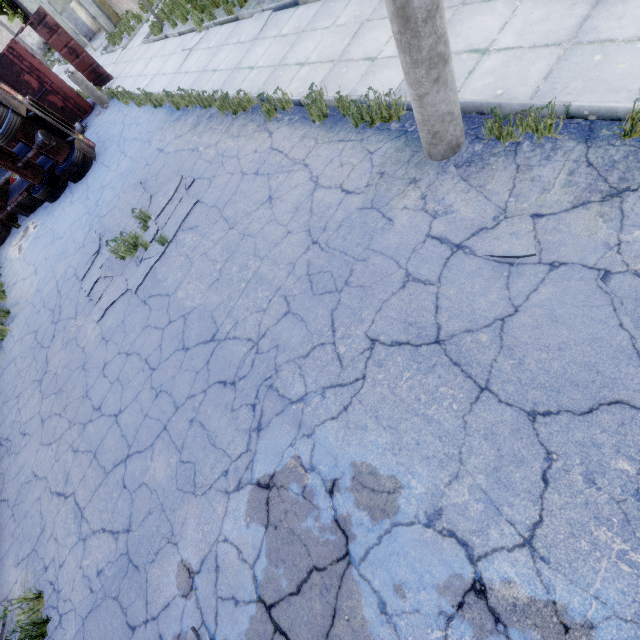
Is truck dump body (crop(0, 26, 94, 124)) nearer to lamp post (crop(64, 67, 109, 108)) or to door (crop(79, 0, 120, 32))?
lamp post (crop(64, 67, 109, 108))

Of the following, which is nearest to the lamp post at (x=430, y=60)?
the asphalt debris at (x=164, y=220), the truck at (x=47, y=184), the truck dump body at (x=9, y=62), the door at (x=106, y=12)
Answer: the asphalt debris at (x=164, y=220)

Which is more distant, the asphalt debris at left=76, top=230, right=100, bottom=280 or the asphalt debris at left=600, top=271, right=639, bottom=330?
the asphalt debris at left=76, top=230, right=100, bottom=280

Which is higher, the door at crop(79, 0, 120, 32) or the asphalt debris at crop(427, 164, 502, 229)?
the door at crop(79, 0, 120, 32)

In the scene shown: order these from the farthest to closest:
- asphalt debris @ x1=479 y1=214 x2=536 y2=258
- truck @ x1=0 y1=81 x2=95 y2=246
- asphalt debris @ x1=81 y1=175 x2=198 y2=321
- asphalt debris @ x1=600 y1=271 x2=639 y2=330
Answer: truck @ x1=0 y1=81 x2=95 y2=246
asphalt debris @ x1=81 y1=175 x2=198 y2=321
asphalt debris @ x1=479 y1=214 x2=536 y2=258
asphalt debris @ x1=600 y1=271 x2=639 y2=330

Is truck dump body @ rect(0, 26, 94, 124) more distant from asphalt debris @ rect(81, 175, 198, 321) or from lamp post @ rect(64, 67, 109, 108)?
asphalt debris @ rect(81, 175, 198, 321)

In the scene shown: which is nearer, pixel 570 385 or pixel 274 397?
pixel 570 385

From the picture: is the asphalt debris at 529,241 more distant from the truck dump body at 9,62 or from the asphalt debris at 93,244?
the truck dump body at 9,62
